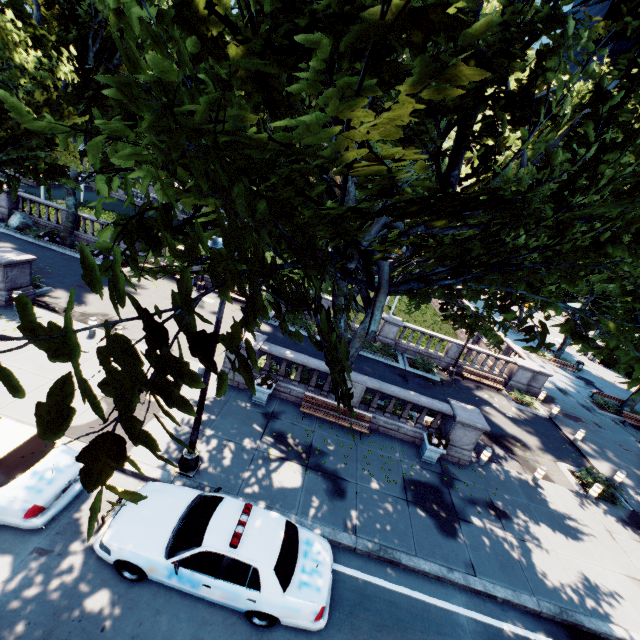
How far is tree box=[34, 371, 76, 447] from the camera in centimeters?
117cm

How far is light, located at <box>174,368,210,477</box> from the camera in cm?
853

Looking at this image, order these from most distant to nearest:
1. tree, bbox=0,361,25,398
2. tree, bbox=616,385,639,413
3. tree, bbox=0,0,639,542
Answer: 1. tree, bbox=616,385,639,413
2. tree, bbox=0,0,639,542
3. tree, bbox=0,361,25,398

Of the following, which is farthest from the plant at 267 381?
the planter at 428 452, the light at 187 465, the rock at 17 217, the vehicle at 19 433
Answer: the rock at 17 217

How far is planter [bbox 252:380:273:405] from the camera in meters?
12.9

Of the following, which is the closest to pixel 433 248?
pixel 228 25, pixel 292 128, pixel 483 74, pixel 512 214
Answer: pixel 512 214

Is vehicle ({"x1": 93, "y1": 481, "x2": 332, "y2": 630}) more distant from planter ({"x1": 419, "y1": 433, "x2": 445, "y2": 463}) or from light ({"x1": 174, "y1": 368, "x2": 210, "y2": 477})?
planter ({"x1": 419, "y1": 433, "x2": 445, "y2": 463})

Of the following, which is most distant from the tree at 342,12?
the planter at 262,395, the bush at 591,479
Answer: the bush at 591,479
